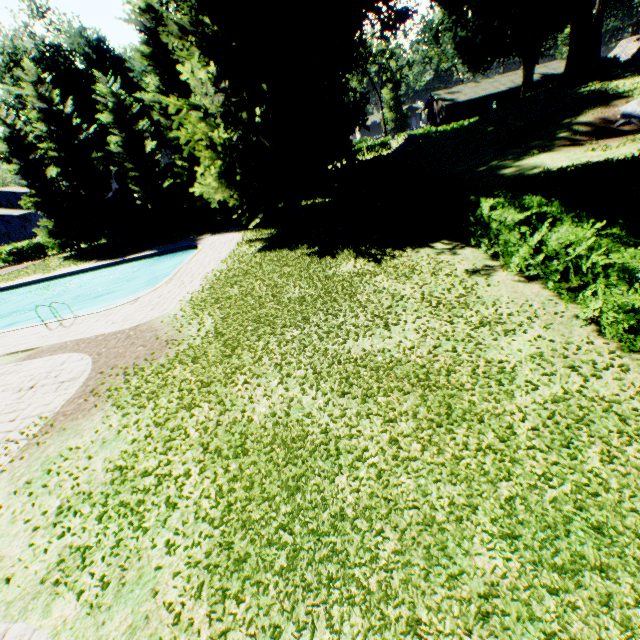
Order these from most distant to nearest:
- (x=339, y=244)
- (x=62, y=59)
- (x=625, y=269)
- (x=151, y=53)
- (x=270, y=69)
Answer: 1. (x=62, y=59)
2. (x=151, y=53)
3. (x=270, y=69)
4. (x=339, y=244)
5. (x=625, y=269)

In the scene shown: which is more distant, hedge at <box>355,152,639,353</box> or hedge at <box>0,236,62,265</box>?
hedge at <box>0,236,62,265</box>

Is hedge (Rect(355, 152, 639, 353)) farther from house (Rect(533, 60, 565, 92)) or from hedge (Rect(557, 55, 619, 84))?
house (Rect(533, 60, 565, 92))

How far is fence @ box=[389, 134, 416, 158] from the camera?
34.06m

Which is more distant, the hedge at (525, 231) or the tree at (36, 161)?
the tree at (36, 161)

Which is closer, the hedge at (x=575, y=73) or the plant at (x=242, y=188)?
the plant at (x=242, y=188)

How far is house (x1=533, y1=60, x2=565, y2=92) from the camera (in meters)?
49.62

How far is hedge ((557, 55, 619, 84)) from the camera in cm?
2588
